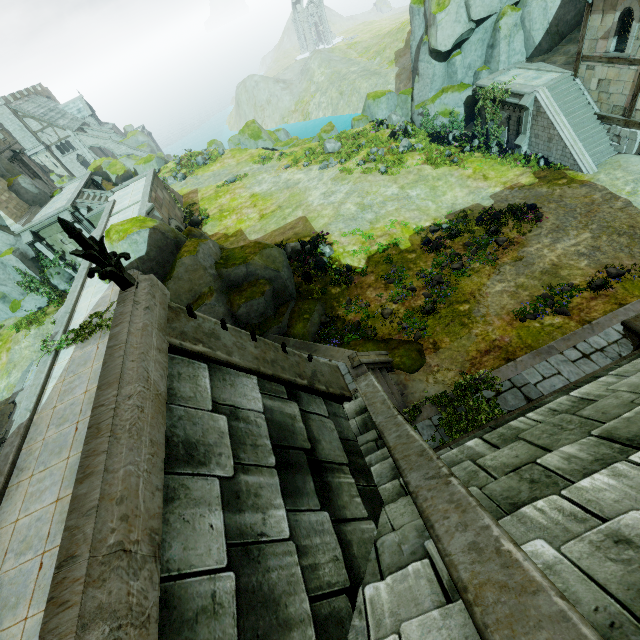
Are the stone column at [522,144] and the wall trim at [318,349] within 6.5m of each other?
no

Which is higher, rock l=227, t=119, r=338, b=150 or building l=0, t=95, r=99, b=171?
building l=0, t=95, r=99, b=171

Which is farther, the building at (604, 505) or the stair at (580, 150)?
the stair at (580, 150)

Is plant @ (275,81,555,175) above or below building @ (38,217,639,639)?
below

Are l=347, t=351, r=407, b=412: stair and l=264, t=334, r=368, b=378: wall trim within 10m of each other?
yes

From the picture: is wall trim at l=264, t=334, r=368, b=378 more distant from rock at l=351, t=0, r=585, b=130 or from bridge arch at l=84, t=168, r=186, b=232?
rock at l=351, t=0, r=585, b=130

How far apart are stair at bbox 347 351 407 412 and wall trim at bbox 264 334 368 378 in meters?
0.0

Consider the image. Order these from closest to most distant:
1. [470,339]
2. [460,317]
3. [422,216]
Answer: [470,339] → [460,317] → [422,216]
